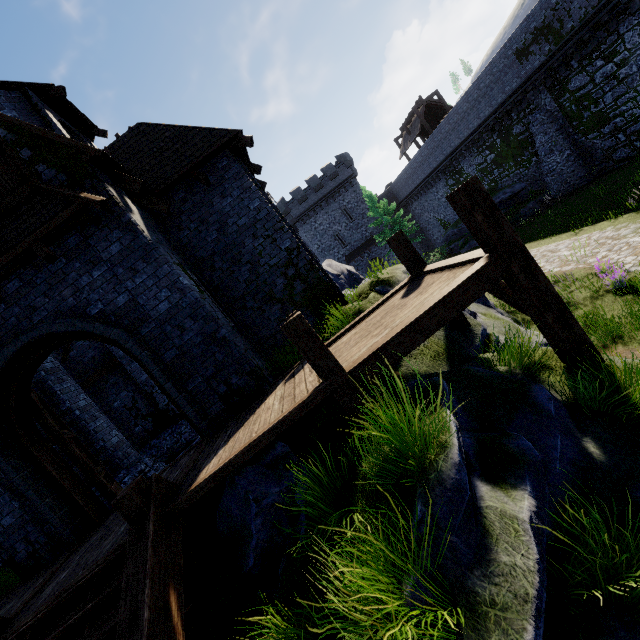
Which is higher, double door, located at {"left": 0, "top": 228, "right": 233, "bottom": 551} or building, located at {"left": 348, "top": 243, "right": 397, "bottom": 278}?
double door, located at {"left": 0, "top": 228, "right": 233, "bottom": 551}

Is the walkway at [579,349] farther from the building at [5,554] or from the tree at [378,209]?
the tree at [378,209]

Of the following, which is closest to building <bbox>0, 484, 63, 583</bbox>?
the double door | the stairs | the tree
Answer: the double door

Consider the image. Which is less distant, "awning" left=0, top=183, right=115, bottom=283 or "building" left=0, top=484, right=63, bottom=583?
"awning" left=0, top=183, right=115, bottom=283

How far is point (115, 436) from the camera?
10.0m

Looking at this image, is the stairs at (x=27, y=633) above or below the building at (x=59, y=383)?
below

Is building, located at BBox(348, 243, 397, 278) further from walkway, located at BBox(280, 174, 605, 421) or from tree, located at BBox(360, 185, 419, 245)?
walkway, located at BBox(280, 174, 605, 421)

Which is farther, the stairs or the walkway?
the walkway
